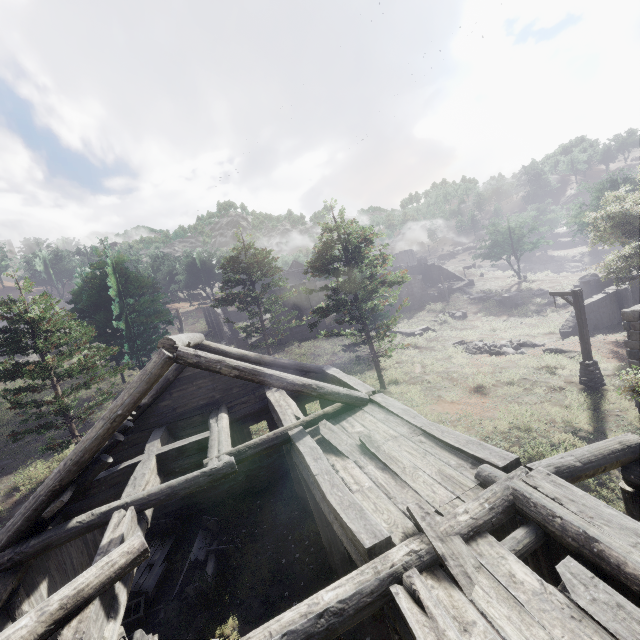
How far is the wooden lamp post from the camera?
15.1 meters

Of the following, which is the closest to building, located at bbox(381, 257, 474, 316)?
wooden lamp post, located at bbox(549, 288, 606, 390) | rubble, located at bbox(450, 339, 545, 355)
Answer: wooden lamp post, located at bbox(549, 288, 606, 390)

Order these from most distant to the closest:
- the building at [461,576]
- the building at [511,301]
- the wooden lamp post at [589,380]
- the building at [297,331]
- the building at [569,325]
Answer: the building at [511,301] → the building at [297,331] → the building at [569,325] → the wooden lamp post at [589,380] → the building at [461,576]

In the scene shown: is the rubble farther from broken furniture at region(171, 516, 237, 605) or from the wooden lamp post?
broken furniture at region(171, 516, 237, 605)

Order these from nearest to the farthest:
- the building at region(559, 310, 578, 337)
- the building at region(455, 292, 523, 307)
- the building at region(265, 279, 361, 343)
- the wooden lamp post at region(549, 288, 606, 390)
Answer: the wooden lamp post at region(549, 288, 606, 390), the building at region(559, 310, 578, 337), the building at region(265, 279, 361, 343), the building at region(455, 292, 523, 307)

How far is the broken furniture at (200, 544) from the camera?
8.99m

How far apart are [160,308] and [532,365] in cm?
3181

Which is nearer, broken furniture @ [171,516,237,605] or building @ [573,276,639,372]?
broken furniture @ [171,516,237,605]
